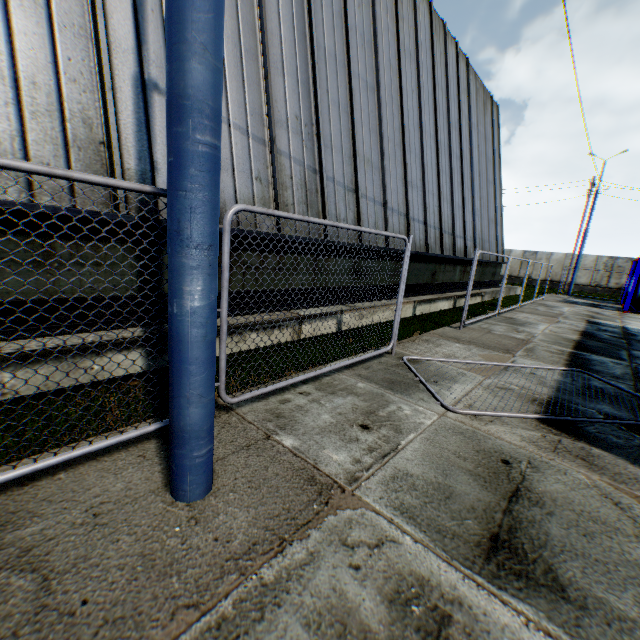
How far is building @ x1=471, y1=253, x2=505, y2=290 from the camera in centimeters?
1686cm

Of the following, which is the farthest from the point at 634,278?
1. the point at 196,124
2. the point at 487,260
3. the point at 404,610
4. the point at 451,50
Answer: the point at 196,124

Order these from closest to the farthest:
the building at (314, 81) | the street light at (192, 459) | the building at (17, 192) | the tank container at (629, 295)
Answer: the street light at (192, 459) < the building at (17, 192) < the building at (314, 81) < the tank container at (629, 295)

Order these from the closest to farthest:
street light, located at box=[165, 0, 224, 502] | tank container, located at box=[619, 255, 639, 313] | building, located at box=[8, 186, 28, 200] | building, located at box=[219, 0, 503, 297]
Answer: street light, located at box=[165, 0, 224, 502], building, located at box=[8, 186, 28, 200], building, located at box=[219, 0, 503, 297], tank container, located at box=[619, 255, 639, 313]

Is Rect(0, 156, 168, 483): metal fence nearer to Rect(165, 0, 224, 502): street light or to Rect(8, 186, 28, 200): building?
Rect(165, 0, 224, 502): street light

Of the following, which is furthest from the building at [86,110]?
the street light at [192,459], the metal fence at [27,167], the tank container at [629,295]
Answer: the tank container at [629,295]

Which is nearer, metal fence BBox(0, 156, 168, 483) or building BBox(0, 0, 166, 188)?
metal fence BBox(0, 156, 168, 483)
